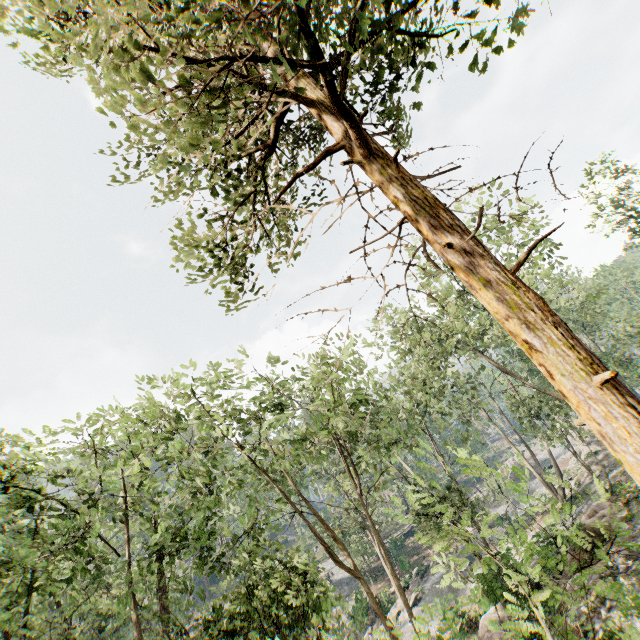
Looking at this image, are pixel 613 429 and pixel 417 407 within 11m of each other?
no
